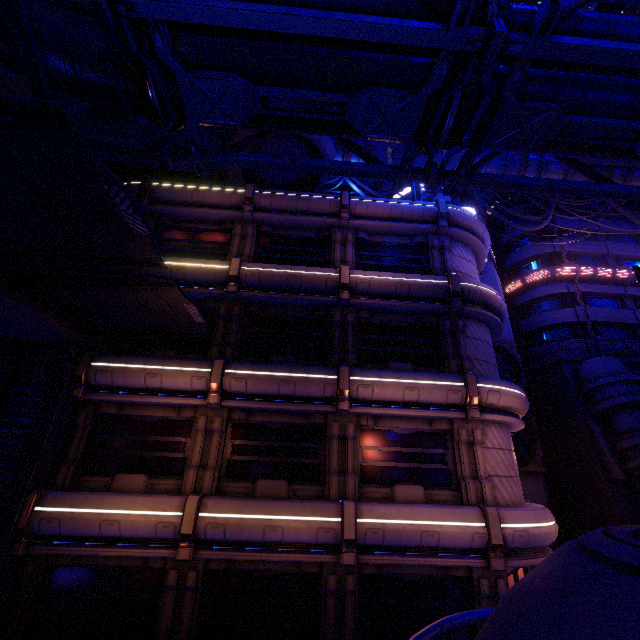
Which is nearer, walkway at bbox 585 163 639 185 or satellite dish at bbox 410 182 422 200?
satellite dish at bbox 410 182 422 200

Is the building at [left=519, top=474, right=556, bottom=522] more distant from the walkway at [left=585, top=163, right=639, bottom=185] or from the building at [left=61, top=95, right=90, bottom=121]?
the building at [left=61, top=95, right=90, bottom=121]

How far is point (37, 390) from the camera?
11.5 meters

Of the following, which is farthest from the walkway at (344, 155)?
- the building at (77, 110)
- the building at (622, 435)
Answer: the building at (622, 435)

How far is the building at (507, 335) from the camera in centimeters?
2372cm

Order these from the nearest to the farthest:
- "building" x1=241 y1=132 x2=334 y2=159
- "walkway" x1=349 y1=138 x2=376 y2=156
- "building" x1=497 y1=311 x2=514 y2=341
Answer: "building" x1=241 y1=132 x2=334 y2=159, "building" x1=497 y1=311 x2=514 y2=341, "walkway" x1=349 y1=138 x2=376 y2=156

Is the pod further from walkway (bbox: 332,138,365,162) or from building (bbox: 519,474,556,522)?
walkway (bbox: 332,138,365,162)

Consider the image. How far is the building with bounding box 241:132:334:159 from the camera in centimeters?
1584cm
